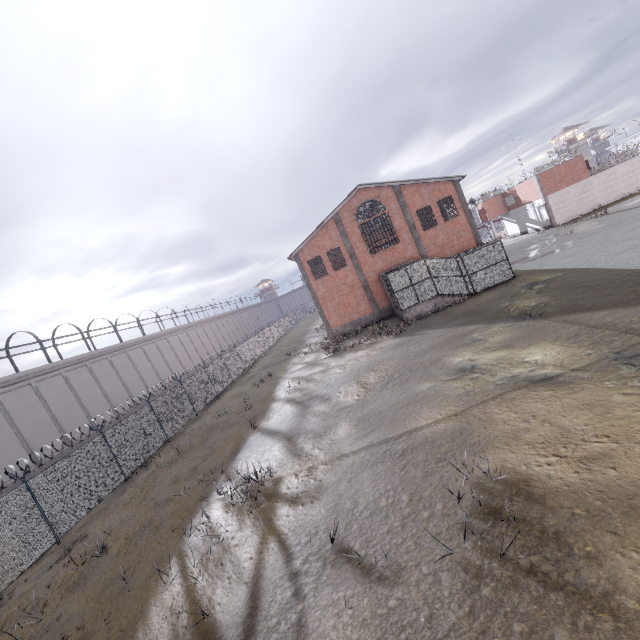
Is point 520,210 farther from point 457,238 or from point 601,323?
point 601,323
